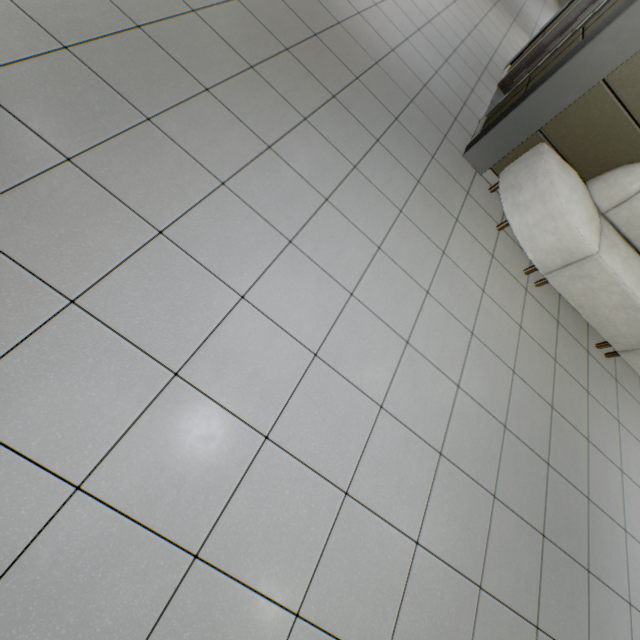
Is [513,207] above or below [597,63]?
below
